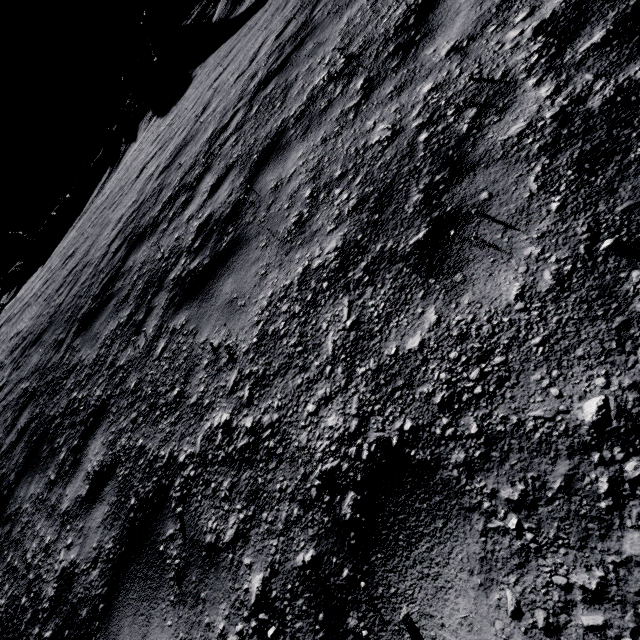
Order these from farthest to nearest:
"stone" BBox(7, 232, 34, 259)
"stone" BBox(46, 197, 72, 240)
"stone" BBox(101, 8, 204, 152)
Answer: "stone" BBox(7, 232, 34, 259), "stone" BBox(46, 197, 72, 240), "stone" BBox(101, 8, 204, 152)

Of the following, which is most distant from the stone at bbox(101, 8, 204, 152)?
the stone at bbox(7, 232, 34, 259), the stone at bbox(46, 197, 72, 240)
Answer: the stone at bbox(7, 232, 34, 259)

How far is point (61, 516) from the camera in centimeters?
359cm

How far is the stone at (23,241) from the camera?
49.2m

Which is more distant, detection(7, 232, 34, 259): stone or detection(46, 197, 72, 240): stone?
detection(7, 232, 34, 259): stone

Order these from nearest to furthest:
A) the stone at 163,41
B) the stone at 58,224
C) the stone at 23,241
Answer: the stone at 163,41, the stone at 58,224, the stone at 23,241

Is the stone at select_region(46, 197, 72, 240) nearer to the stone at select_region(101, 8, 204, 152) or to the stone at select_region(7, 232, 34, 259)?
the stone at select_region(7, 232, 34, 259)
